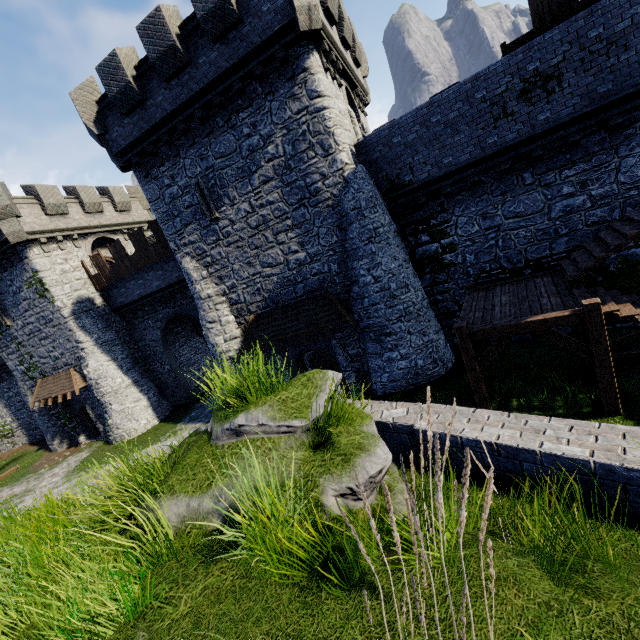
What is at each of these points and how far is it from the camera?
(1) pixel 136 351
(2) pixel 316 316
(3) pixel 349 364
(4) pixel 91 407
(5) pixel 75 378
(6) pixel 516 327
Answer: (1) building, 23.8m
(2) awning, 14.0m
(3) building, 15.1m
(4) building, 23.0m
(5) awning, 21.6m
(6) stairs, 8.5m

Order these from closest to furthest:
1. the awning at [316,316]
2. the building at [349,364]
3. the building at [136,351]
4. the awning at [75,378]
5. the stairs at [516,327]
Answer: the stairs at [516,327], the building at [136,351], the awning at [316,316], the building at [349,364], the awning at [75,378]

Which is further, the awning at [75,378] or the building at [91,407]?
the building at [91,407]

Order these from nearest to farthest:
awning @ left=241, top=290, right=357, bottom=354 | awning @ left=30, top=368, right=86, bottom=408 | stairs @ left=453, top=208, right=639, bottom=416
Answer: stairs @ left=453, top=208, right=639, bottom=416 → awning @ left=241, top=290, right=357, bottom=354 → awning @ left=30, top=368, right=86, bottom=408

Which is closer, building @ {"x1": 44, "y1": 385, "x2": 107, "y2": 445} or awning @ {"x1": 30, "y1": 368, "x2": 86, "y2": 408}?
awning @ {"x1": 30, "y1": 368, "x2": 86, "y2": 408}

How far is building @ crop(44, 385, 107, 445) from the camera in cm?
2274

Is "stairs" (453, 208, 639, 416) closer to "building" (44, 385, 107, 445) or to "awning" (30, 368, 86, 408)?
"building" (44, 385, 107, 445)
